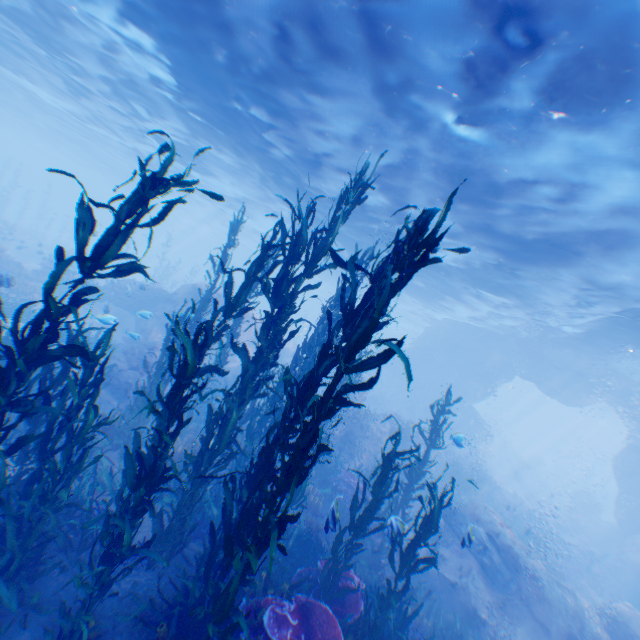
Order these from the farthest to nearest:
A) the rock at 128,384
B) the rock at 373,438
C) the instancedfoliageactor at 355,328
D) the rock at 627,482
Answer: the rock at 627,482 < the rock at 373,438 < the rock at 128,384 < the instancedfoliageactor at 355,328

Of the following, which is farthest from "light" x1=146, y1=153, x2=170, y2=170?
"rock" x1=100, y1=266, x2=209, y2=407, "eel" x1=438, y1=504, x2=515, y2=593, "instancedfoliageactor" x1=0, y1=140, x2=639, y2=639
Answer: "eel" x1=438, y1=504, x2=515, y2=593

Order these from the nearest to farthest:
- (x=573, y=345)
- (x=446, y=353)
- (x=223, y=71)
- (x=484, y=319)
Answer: (x=223, y=71)
(x=573, y=345)
(x=484, y=319)
(x=446, y=353)

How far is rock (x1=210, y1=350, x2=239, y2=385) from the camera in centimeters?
1905cm

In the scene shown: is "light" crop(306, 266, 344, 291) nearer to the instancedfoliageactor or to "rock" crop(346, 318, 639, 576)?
"rock" crop(346, 318, 639, 576)

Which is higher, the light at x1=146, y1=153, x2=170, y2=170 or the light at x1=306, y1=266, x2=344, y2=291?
the light at x1=306, y1=266, x2=344, y2=291

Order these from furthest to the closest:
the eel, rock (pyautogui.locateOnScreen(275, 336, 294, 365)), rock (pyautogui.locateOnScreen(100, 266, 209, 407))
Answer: rock (pyautogui.locateOnScreen(275, 336, 294, 365)), rock (pyautogui.locateOnScreen(100, 266, 209, 407)), the eel

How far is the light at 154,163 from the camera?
25.2m
